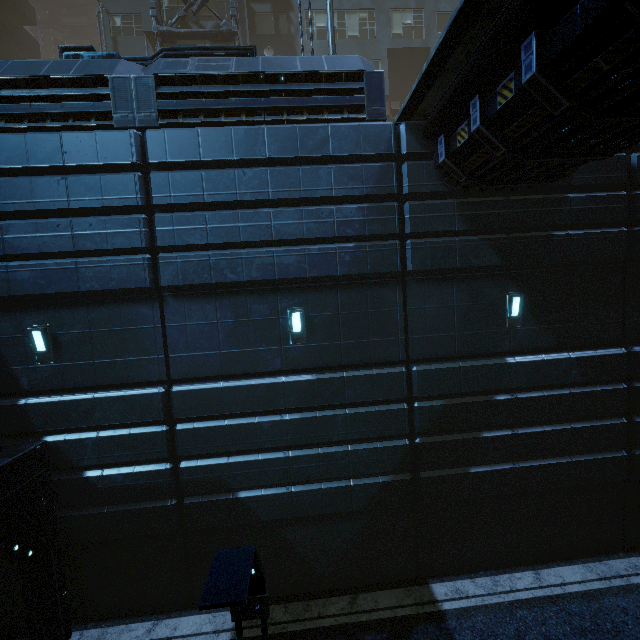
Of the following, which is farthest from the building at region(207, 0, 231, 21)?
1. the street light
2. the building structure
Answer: the street light

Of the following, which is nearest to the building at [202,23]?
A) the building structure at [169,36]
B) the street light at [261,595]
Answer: the building structure at [169,36]

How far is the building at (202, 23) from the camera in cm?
1891

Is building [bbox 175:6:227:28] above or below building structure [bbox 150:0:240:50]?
above

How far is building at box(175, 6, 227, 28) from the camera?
Result: 18.9 meters

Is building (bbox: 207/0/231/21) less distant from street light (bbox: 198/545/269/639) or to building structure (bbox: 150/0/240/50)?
building structure (bbox: 150/0/240/50)

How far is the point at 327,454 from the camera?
8.06m

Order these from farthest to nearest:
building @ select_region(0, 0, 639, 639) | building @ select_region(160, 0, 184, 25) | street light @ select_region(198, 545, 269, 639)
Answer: building @ select_region(160, 0, 184, 25), building @ select_region(0, 0, 639, 639), street light @ select_region(198, 545, 269, 639)
